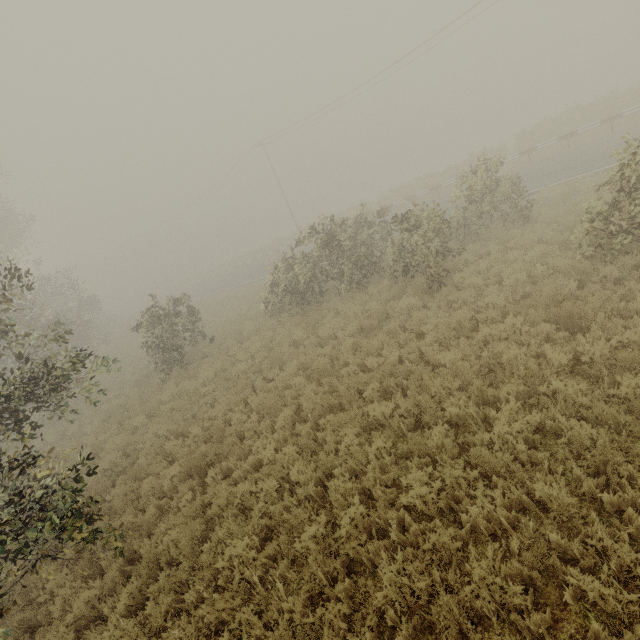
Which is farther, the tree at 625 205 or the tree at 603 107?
the tree at 603 107

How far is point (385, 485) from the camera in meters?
5.6 m

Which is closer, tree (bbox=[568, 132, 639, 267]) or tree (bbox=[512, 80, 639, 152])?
tree (bbox=[568, 132, 639, 267])

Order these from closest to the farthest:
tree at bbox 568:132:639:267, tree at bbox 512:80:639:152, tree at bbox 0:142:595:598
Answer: tree at bbox 0:142:595:598 < tree at bbox 568:132:639:267 < tree at bbox 512:80:639:152

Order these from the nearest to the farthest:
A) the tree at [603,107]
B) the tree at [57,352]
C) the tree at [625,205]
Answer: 1. the tree at [57,352]
2. the tree at [625,205]
3. the tree at [603,107]
